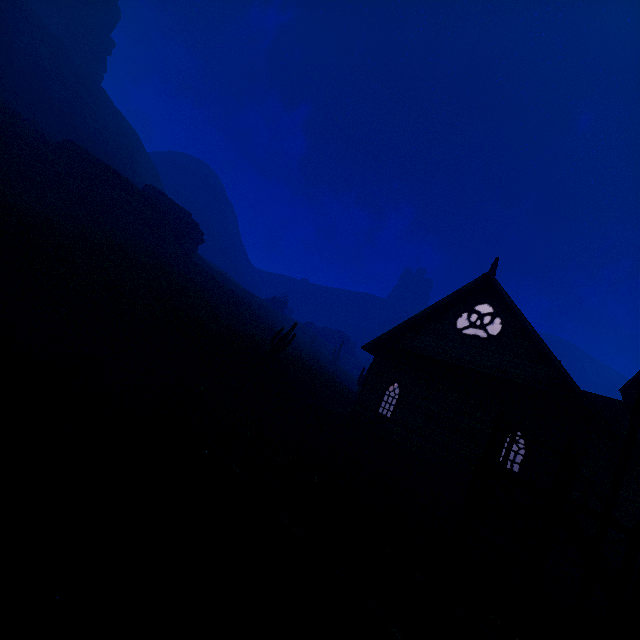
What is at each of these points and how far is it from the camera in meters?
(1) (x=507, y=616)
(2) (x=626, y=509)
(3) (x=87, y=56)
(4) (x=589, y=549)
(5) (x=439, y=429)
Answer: (1) z, 5.8
(2) building, 13.9
(3) rock, 54.5
(4) hanging platform, 6.1
(5) building, 14.7

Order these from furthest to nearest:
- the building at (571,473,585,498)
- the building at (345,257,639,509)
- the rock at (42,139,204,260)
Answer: the rock at (42,139,204,260) → the building at (345,257,639,509) → the building at (571,473,585,498)

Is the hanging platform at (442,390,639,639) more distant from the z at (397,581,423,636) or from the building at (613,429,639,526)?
the building at (613,429,639,526)

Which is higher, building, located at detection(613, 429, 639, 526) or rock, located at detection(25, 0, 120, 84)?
rock, located at detection(25, 0, 120, 84)

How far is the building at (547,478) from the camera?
11.41m

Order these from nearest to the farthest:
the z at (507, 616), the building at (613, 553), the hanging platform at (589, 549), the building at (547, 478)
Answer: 1. the hanging platform at (589, 549)
2. the z at (507, 616)
3. the building at (547, 478)
4. the building at (613, 553)

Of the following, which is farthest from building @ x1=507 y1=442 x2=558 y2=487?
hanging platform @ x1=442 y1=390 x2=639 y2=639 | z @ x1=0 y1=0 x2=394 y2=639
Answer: hanging platform @ x1=442 y1=390 x2=639 y2=639

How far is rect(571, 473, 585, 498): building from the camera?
10.9m
